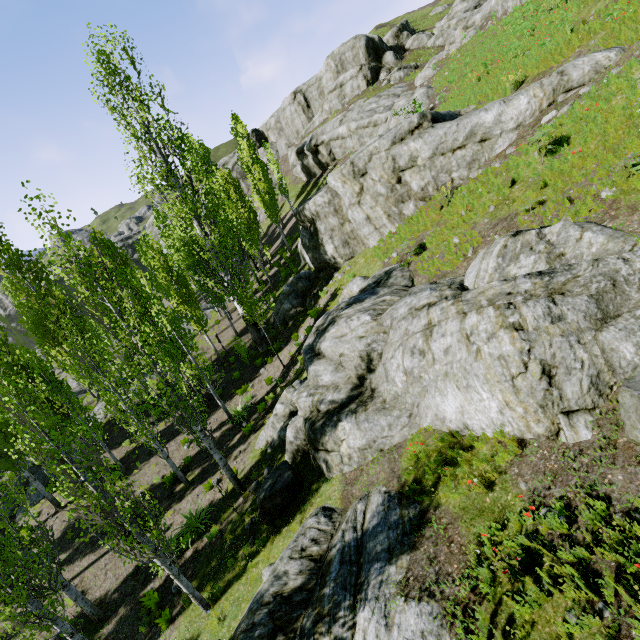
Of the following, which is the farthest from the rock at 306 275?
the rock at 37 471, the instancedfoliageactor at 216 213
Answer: the rock at 37 471

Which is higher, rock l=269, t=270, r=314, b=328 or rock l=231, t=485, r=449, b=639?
rock l=269, t=270, r=314, b=328

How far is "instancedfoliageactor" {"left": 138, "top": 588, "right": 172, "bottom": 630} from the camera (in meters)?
9.74

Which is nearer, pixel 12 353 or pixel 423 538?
pixel 423 538

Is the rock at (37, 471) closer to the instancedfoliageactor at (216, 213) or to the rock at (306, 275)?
the instancedfoliageactor at (216, 213)

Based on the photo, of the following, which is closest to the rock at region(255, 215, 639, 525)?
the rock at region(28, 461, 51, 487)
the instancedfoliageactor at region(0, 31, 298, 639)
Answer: the instancedfoliageactor at region(0, 31, 298, 639)
